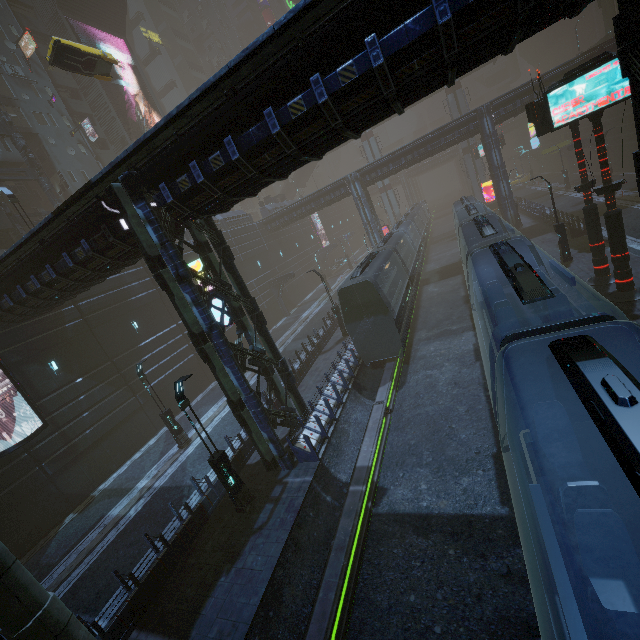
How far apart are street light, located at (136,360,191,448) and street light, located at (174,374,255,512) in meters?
7.6

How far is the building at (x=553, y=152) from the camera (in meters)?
47.66

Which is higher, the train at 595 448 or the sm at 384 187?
the sm at 384 187

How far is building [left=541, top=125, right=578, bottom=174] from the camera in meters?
47.7 m

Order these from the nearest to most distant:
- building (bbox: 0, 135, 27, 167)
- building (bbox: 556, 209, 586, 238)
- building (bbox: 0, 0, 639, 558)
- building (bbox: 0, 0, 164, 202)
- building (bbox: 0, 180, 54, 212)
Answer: building (bbox: 0, 0, 639, 558)
building (bbox: 556, 209, 586, 238)
building (bbox: 0, 135, 27, 167)
building (bbox: 0, 180, 54, 212)
building (bbox: 0, 0, 164, 202)

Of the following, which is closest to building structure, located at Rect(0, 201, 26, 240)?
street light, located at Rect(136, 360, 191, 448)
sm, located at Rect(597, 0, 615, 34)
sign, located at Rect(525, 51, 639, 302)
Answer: Result: street light, located at Rect(136, 360, 191, 448)

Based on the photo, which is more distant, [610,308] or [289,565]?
[610,308]

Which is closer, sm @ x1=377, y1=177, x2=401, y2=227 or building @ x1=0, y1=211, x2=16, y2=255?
building @ x1=0, y1=211, x2=16, y2=255
